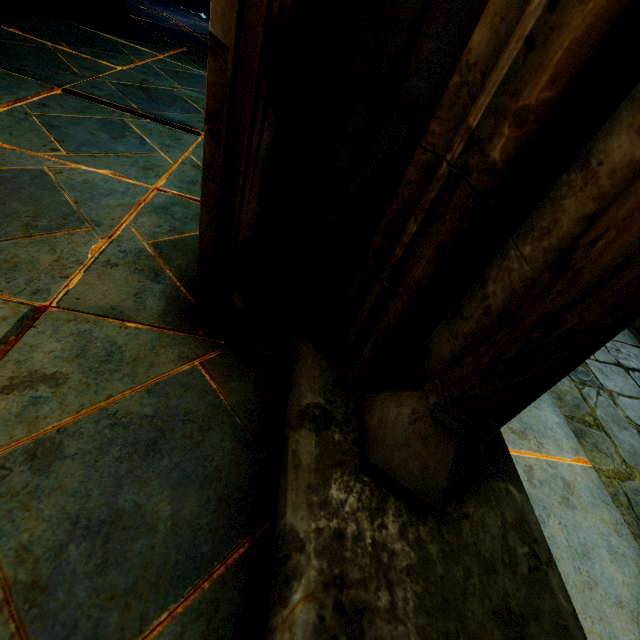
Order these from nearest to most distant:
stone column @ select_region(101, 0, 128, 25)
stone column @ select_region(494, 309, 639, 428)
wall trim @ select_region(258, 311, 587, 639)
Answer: wall trim @ select_region(258, 311, 587, 639) → stone column @ select_region(494, 309, 639, 428) → stone column @ select_region(101, 0, 128, 25)

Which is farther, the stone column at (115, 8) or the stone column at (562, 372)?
the stone column at (115, 8)

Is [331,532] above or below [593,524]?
above

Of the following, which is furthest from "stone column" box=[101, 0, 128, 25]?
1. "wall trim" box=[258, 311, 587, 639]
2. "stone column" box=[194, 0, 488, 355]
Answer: "wall trim" box=[258, 311, 587, 639]

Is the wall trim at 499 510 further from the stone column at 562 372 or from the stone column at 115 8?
the stone column at 115 8

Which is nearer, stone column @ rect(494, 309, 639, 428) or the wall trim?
the wall trim

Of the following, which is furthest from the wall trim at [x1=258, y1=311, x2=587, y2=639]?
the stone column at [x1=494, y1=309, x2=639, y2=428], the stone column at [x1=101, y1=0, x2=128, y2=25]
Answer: the stone column at [x1=101, y1=0, x2=128, y2=25]

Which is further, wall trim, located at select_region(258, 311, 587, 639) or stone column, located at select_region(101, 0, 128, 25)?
stone column, located at select_region(101, 0, 128, 25)
